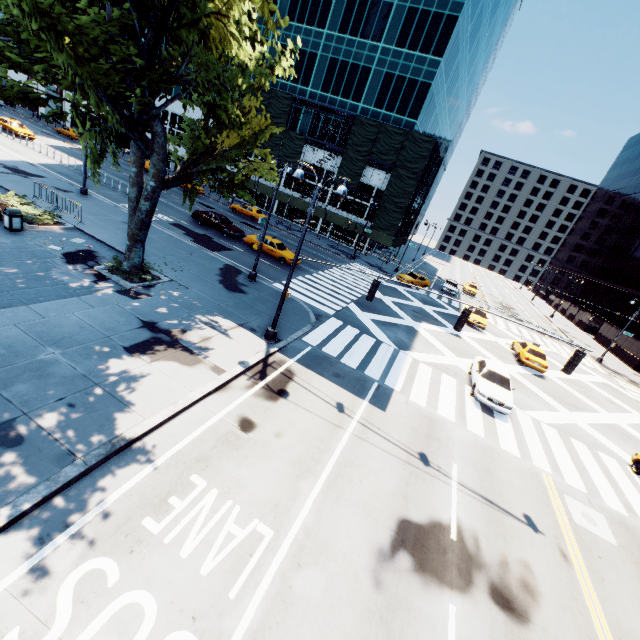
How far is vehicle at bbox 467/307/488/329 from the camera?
30.0 meters

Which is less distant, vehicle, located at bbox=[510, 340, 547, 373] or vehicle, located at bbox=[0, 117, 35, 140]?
vehicle, located at bbox=[510, 340, 547, 373]

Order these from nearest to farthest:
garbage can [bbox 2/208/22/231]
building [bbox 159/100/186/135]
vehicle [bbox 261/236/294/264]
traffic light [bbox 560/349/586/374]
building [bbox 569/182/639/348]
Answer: traffic light [bbox 560/349/586/374] < garbage can [bbox 2/208/22/231] < vehicle [bbox 261/236/294/264] < building [bbox 569/182/639/348] < building [bbox 159/100/186/135]

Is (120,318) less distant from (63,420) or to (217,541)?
(63,420)

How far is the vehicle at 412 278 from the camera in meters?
37.0 m

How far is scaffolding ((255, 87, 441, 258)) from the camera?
38.0m

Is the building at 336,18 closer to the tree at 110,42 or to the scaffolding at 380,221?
the scaffolding at 380,221

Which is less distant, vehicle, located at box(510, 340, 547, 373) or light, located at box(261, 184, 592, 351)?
light, located at box(261, 184, 592, 351)
